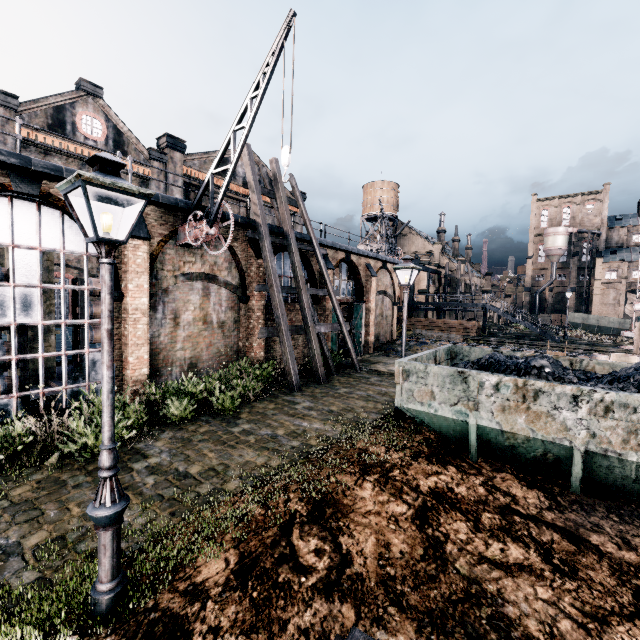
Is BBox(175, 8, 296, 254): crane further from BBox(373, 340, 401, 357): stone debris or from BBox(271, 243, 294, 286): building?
BBox(373, 340, 401, 357): stone debris

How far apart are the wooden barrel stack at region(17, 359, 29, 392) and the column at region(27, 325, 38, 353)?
4.38m

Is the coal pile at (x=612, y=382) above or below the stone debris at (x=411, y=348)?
above

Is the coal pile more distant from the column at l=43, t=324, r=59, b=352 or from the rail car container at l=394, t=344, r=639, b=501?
the column at l=43, t=324, r=59, b=352

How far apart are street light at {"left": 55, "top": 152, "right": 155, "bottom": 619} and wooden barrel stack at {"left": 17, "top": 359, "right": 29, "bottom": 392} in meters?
9.6

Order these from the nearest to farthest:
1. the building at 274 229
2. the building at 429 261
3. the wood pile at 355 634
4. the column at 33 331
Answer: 1. the wood pile at 355 634
2. the column at 33 331
3. the building at 274 229
4. the building at 429 261

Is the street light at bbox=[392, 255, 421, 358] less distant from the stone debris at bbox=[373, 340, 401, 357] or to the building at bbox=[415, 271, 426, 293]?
the building at bbox=[415, 271, 426, 293]

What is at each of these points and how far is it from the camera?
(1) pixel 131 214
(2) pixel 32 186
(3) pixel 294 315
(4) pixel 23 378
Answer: (1) building, 12.2 meters
(2) building, 10.0 meters
(3) building, 20.1 meters
(4) wooden barrel stack, 10.8 meters
